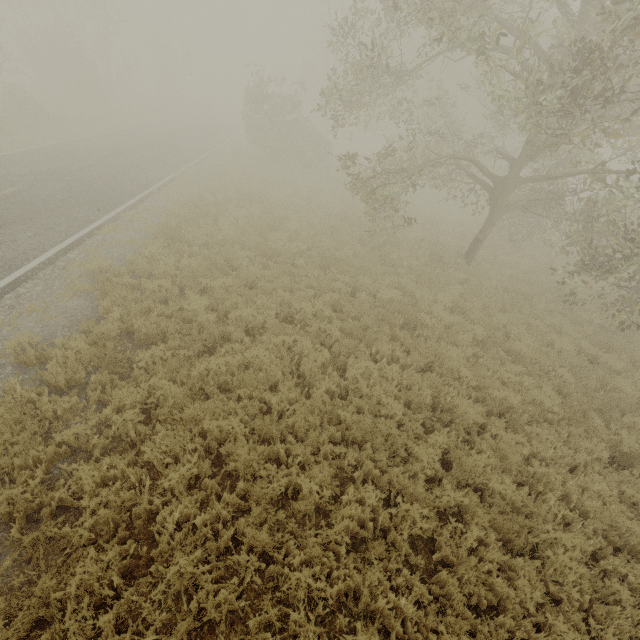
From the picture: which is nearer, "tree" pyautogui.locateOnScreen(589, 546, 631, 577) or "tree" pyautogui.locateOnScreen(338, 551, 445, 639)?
"tree" pyautogui.locateOnScreen(338, 551, 445, 639)

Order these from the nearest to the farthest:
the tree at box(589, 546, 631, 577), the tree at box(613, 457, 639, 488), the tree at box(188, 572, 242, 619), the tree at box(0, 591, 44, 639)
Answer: the tree at box(0, 591, 44, 639) → the tree at box(188, 572, 242, 619) → the tree at box(589, 546, 631, 577) → the tree at box(613, 457, 639, 488)

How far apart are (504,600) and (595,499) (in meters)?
2.82

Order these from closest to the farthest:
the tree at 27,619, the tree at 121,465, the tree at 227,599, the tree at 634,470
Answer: the tree at 27,619 → the tree at 227,599 → the tree at 121,465 → the tree at 634,470

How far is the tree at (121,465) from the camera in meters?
4.4 m

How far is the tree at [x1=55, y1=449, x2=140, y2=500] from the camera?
4.4 meters
